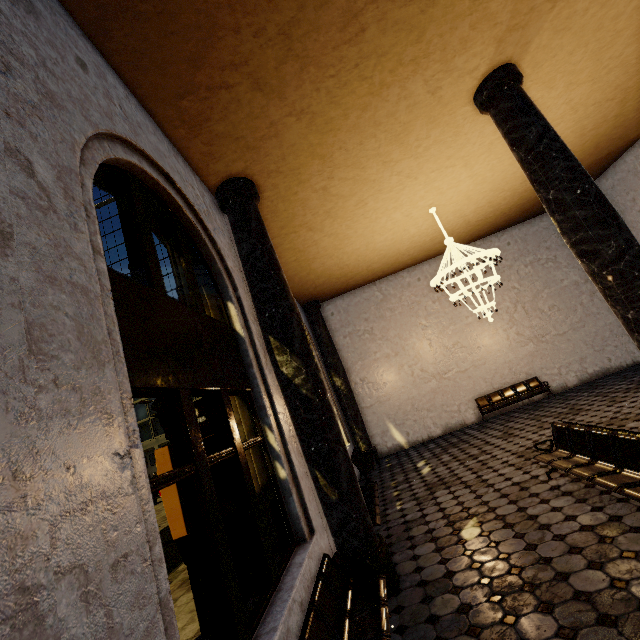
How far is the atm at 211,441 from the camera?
4.70m

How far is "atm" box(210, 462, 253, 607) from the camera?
4.2 meters

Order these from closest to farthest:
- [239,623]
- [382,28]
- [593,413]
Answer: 1. [239,623]
2. [382,28]
3. [593,413]

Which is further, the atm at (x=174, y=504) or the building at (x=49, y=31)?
the atm at (x=174, y=504)

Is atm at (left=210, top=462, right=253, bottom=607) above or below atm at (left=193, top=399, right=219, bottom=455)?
below
